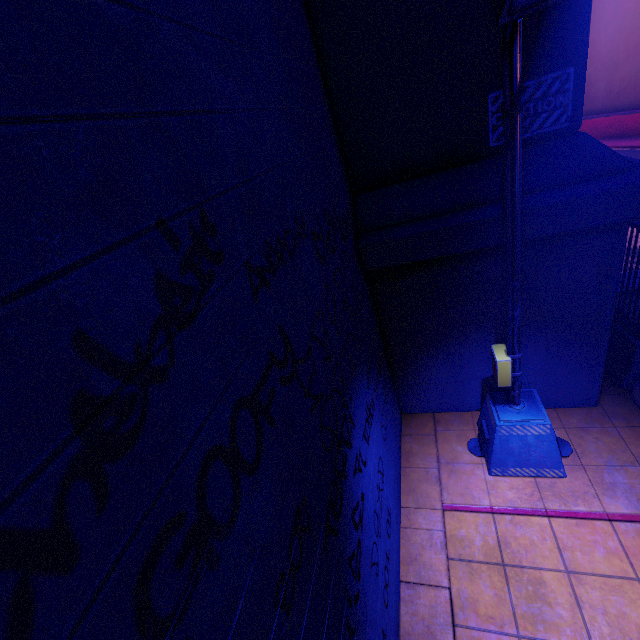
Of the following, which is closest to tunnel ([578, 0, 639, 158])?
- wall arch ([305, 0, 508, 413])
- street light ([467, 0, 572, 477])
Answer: wall arch ([305, 0, 508, 413])

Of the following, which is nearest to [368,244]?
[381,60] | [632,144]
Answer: [381,60]

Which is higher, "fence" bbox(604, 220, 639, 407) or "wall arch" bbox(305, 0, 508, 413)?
"wall arch" bbox(305, 0, 508, 413)

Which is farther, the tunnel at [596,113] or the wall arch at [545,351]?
the tunnel at [596,113]

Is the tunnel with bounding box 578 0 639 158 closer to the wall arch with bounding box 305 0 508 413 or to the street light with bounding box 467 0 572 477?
the wall arch with bounding box 305 0 508 413

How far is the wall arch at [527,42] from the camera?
3.6m

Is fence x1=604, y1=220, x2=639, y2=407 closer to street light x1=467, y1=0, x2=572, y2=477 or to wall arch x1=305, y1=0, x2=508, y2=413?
wall arch x1=305, y1=0, x2=508, y2=413

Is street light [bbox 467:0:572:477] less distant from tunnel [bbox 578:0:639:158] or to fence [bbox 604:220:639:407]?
fence [bbox 604:220:639:407]
